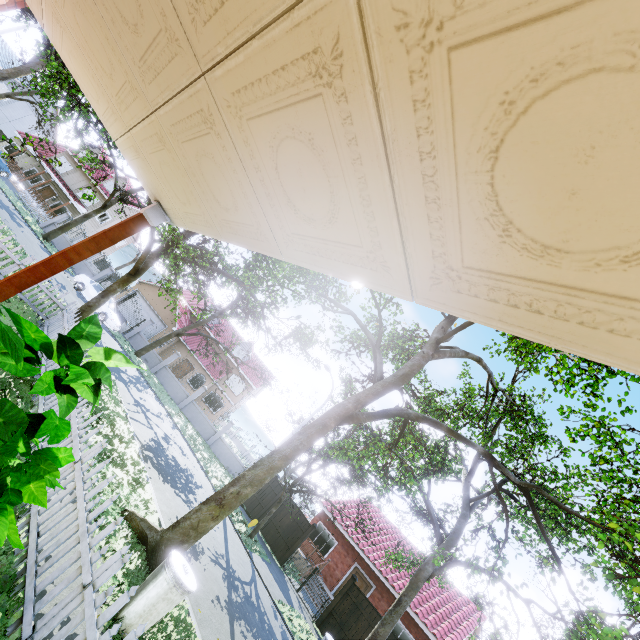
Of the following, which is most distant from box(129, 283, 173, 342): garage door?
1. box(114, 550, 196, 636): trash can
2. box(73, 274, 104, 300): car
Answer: box(114, 550, 196, 636): trash can

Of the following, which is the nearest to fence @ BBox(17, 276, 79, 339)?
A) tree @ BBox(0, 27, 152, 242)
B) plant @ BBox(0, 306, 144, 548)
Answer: tree @ BBox(0, 27, 152, 242)

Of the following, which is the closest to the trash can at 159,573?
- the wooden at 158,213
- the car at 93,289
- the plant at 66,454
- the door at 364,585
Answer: the plant at 66,454

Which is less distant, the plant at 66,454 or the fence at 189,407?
the plant at 66,454

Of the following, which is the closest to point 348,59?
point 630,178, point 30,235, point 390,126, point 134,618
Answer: point 390,126

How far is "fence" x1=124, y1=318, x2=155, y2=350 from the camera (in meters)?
26.47

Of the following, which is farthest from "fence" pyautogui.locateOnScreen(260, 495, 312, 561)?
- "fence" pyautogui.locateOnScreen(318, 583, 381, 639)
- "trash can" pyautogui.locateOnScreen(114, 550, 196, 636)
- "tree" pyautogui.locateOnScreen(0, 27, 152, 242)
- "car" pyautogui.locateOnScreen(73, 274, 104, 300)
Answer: "trash can" pyautogui.locateOnScreen(114, 550, 196, 636)

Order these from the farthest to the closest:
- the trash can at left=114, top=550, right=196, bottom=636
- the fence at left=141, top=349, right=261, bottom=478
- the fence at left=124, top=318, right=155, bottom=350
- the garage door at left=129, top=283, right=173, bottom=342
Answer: the garage door at left=129, top=283, right=173, bottom=342 → the fence at left=124, top=318, right=155, bottom=350 → the fence at left=141, top=349, right=261, bottom=478 → the trash can at left=114, top=550, right=196, bottom=636
